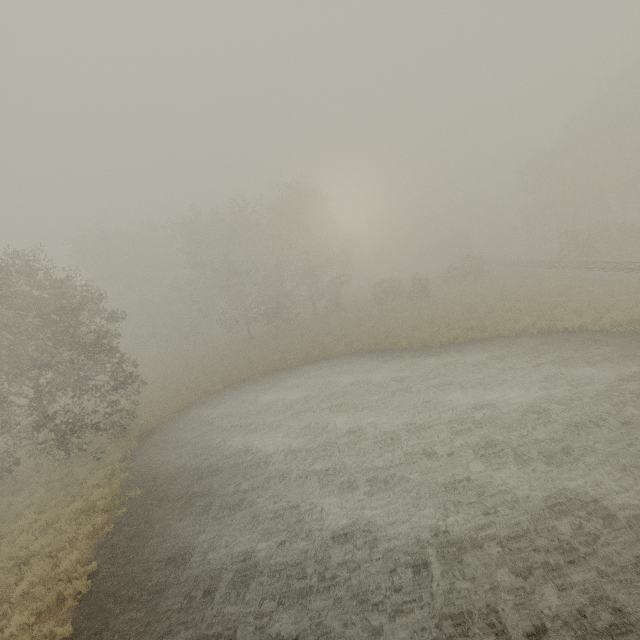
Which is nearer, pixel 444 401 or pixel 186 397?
pixel 444 401

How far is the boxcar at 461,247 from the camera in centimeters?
5800cm

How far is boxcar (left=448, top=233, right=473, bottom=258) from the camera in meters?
58.0
